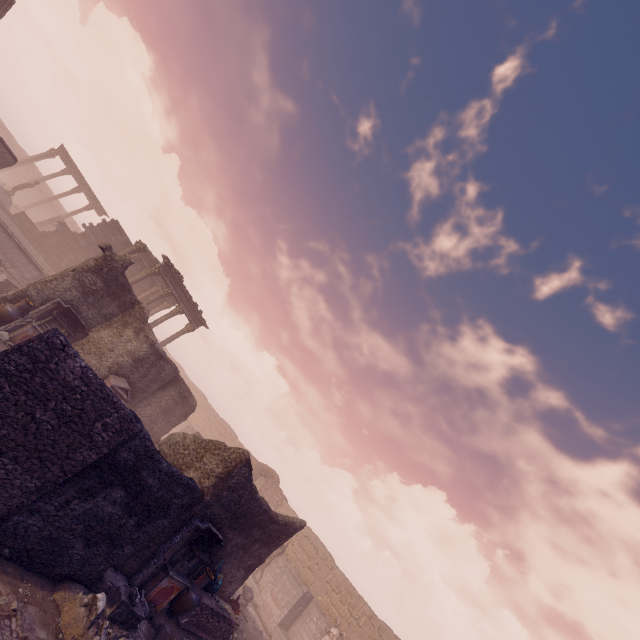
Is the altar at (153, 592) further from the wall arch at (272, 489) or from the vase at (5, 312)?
the wall arch at (272, 489)

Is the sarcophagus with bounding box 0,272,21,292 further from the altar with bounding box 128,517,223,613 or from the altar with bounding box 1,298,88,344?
the altar with bounding box 128,517,223,613

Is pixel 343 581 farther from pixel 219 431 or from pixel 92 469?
pixel 92 469

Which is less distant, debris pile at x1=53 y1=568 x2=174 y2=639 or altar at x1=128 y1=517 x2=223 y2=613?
debris pile at x1=53 y1=568 x2=174 y2=639

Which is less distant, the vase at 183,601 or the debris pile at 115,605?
the debris pile at 115,605

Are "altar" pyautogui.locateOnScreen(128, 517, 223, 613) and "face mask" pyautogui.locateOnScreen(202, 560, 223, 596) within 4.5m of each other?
yes

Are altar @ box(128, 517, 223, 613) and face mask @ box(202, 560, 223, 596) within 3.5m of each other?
yes

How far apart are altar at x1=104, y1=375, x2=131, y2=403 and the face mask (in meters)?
7.21
